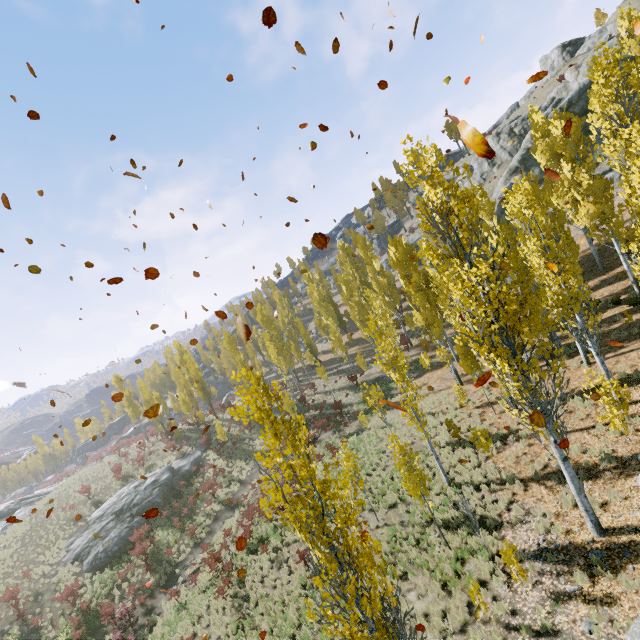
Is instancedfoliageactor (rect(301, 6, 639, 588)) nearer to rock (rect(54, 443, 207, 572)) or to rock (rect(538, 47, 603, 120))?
rock (rect(54, 443, 207, 572))

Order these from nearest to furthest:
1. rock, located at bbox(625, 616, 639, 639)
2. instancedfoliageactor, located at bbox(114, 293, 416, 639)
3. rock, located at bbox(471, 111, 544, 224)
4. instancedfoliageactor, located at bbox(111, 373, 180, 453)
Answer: instancedfoliageactor, located at bbox(114, 293, 416, 639) → rock, located at bbox(625, 616, 639, 639) → rock, located at bbox(471, 111, 544, 224) → instancedfoliageactor, located at bbox(111, 373, 180, 453)

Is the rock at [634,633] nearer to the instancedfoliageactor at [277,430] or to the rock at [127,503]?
the instancedfoliageactor at [277,430]

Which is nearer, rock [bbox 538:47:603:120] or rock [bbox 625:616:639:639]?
rock [bbox 625:616:639:639]

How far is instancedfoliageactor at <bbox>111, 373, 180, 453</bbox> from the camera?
40.7 meters

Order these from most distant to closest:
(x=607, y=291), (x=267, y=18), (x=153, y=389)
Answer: (x=153, y=389), (x=607, y=291), (x=267, y=18)

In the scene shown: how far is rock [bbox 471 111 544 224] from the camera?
37.75m

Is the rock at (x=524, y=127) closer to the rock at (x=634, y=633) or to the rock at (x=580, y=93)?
the rock at (x=580, y=93)
